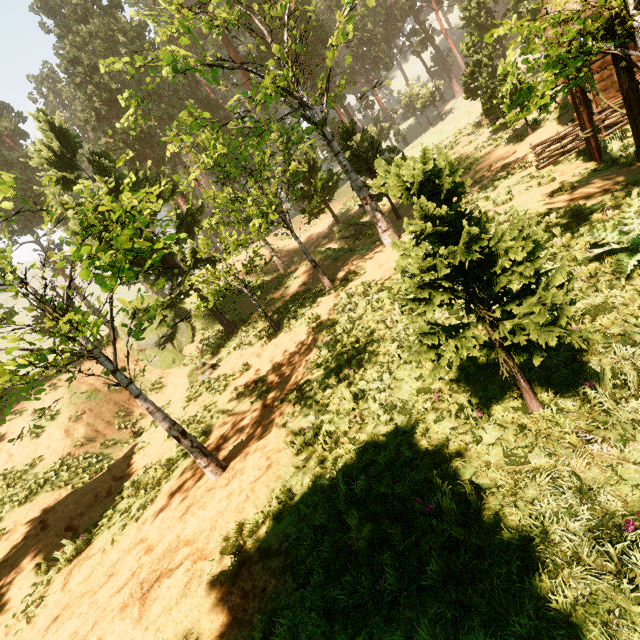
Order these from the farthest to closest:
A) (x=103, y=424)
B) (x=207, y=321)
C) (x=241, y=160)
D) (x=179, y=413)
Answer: (x=207, y=321), (x=103, y=424), (x=241, y=160), (x=179, y=413)

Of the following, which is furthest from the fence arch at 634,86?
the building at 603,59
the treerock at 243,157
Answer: the treerock at 243,157

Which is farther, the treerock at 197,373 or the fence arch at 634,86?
the treerock at 197,373

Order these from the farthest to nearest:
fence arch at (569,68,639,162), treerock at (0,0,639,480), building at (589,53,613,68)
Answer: building at (589,53,613,68), fence arch at (569,68,639,162), treerock at (0,0,639,480)

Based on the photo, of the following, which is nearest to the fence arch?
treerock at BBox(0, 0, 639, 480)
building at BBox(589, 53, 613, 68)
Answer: building at BBox(589, 53, 613, 68)

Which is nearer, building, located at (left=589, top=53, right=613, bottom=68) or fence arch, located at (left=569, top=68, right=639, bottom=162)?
fence arch, located at (left=569, top=68, right=639, bottom=162)

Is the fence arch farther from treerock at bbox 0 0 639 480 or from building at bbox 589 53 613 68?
treerock at bbox 0 0 639 480
